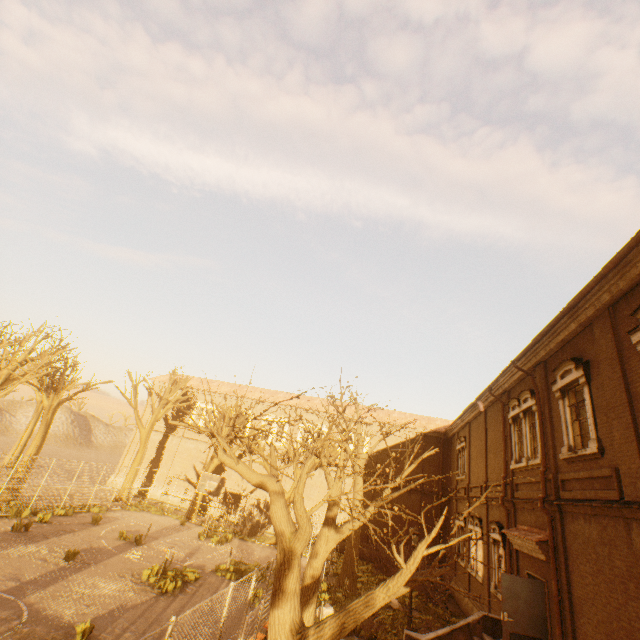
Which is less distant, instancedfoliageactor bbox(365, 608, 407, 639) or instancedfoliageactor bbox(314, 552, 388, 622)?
instancedfoliageactor bbox(365, 608, 407, 639)

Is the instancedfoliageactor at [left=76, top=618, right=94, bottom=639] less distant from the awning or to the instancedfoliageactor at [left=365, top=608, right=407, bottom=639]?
the instancedfoliageactor at [left=365, top=608, right=407, bottom=639]

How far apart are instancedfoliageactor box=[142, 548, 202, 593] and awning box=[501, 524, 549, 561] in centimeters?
1309cm

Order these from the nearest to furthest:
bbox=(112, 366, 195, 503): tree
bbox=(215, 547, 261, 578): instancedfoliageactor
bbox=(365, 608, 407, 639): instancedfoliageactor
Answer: bbox=(365, 608, 407, 639): instancedfoliageactor, bbox=(215, 547, 261, 578): instancedfoliageactor, bbox=(112, 366, 195, 503): tree

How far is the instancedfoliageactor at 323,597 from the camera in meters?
14.7 m

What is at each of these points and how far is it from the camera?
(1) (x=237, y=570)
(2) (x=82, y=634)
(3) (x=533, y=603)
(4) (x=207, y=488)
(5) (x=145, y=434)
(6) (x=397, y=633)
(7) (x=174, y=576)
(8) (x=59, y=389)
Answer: (1) instancedfoliageactor, 16.0 meters
(2) instancedfoliageactor, 8.4 meters
(3) door, 10.1 meters
(4) basketballbackboardstansion, 20.4 meters
(5) tree, 28.5 meters
(6) instancedfoliageactor, 12.7 meters
(7) instancedfoliageactor, 13.4 meters
(8) tree, 21.9 meters

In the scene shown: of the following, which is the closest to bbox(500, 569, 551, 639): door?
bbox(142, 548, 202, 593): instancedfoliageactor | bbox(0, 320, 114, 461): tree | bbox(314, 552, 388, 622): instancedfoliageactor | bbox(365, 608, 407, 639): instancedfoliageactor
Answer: bbox(365, 608, 407, 639): instancedfoliageactor

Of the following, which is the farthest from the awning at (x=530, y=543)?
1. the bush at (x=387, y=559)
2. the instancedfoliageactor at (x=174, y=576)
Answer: the instancedfoliageactor at (x=174, y=576)
